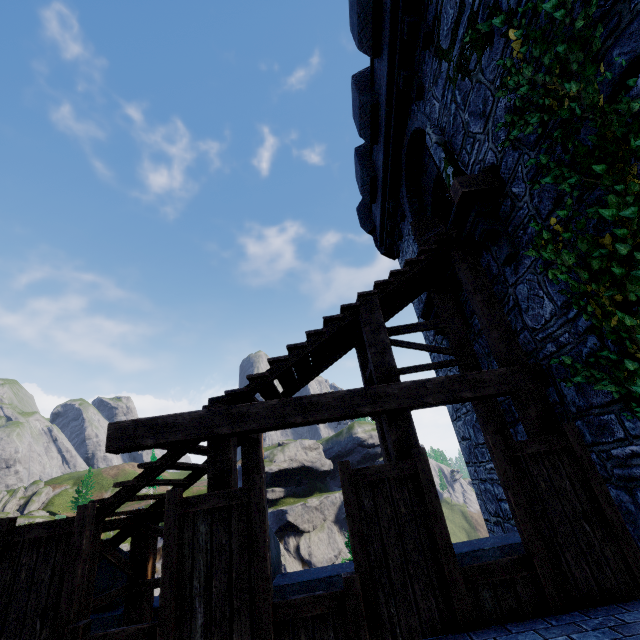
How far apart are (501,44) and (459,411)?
8.21m

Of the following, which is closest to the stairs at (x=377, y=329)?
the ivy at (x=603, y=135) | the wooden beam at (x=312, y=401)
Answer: the wooden beam at (x=312, y=401)

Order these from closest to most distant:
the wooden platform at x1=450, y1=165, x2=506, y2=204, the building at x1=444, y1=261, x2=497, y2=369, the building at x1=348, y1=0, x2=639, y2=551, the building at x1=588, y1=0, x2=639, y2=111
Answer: the building at x1=588, y1=0, x2=639, y2=111, the building at x1=348, y1=0, x2=639, y2=551, the wooden platform at x1=450, y1=165, x2=506, y2=204, the building at x1=444, y1=261, x2=497, y2=369

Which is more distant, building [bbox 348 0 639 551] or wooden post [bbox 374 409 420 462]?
wooden post [bbox 374 409 420 462]

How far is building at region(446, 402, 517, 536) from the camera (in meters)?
7.56

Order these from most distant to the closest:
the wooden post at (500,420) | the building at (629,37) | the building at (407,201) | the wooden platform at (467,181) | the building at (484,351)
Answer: the building at (484,351) → the wooden post at (500,420) → the wooden platform at (467,181) → the building at (407,201) → the building at (629,37)

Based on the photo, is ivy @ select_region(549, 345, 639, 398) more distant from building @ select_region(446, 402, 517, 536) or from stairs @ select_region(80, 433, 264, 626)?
stairs @ select_region(80, 433, 264, 626)

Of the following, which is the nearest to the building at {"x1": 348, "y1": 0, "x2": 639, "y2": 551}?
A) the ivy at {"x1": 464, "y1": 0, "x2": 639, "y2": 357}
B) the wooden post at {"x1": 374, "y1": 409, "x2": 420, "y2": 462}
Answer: the ivy at {"x1": 464, "y1": 0, "x2": 639, "y2": 357}
